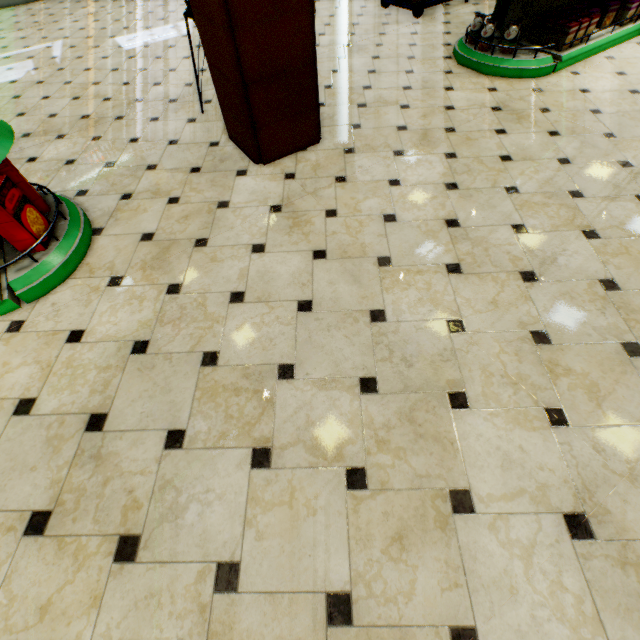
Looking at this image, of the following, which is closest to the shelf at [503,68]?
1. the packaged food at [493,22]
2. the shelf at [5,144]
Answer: the packaged food at [493,22]

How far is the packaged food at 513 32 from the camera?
3.4m

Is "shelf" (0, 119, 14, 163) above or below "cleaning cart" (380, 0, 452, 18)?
above

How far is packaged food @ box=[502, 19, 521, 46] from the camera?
3.4m

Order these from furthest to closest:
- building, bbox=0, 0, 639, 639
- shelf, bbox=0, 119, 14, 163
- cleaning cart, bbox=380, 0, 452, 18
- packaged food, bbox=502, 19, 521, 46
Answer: cleaning cart, bbox=380, 0, 452, 18
packaged food, bbox=502, 19, 521, 46
shelf, bbox=0, 119, 14, 163
building, bbox=0, 0, 639, 639

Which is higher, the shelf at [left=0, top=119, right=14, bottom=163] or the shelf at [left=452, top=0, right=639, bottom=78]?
the shelf at [left=0, top=119, right=14, bottom=163]

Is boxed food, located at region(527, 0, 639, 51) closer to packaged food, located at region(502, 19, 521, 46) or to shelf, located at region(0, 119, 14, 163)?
packaged food, located at region(502, 19, 521, 46)

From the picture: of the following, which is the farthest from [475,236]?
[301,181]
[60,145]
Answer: [60,145]
